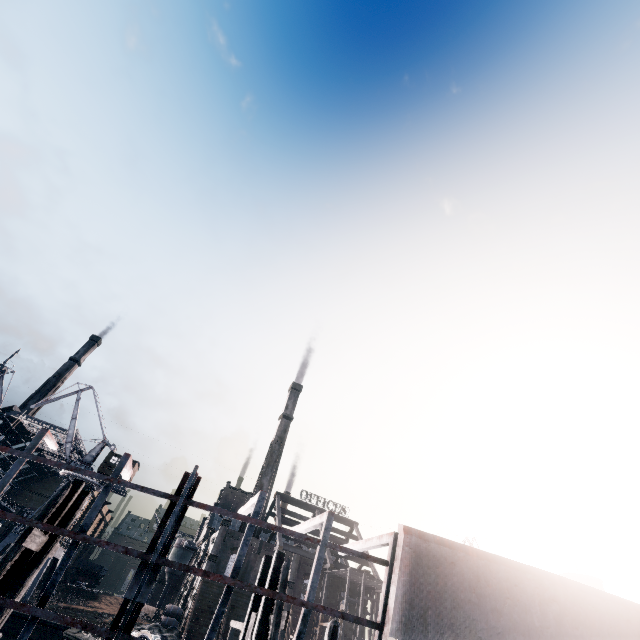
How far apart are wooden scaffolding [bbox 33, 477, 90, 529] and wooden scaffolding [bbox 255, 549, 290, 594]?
8.3m

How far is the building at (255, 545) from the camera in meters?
46.7

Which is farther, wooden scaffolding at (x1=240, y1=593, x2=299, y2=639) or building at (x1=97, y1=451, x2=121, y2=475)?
building at (x1=97, y1=451, x2=121, y2=475)

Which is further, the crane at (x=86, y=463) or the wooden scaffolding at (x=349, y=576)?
the crane at (x=86, y=463)

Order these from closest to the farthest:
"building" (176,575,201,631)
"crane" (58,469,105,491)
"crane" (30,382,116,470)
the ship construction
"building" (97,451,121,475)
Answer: the ship construction, "building" (176,575,201,631), "crane" (58,469,105,491), "building" (97,451,121,475), "crane" (30,382,116,470)

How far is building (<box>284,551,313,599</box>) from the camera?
47.6m

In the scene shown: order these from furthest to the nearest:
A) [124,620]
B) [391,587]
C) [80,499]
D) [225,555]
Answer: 1. [225,555]
2. [80,499]
3. [391,587]
4. [124,620]

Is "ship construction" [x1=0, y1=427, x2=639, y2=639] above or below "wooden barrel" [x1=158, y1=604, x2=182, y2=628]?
above
